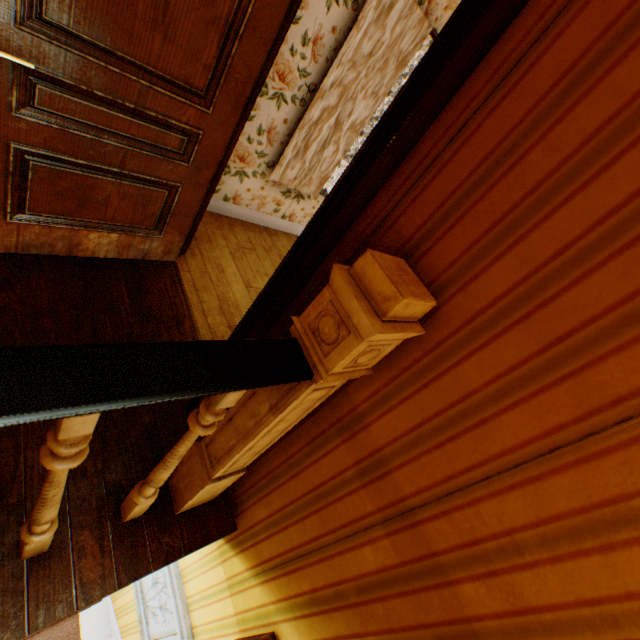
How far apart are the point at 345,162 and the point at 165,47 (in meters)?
2.70

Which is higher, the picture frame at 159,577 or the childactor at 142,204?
the childactor at 142,204

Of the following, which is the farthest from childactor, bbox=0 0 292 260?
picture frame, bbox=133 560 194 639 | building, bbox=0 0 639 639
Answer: picture frame, bbox=133 560 194 639

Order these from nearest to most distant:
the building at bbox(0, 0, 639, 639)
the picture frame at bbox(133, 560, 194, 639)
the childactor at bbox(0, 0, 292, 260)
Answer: the building at bbox(0, 0, 639, 639) → the childactor at bbox(0, 0, 292, 260) → the picture frame at bbox(133, 560, 194, 639)

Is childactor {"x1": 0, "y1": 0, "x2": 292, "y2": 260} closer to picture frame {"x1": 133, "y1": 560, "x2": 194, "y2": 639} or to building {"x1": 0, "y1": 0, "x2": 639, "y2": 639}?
building {"x1": 0, "y1": 0, "x2": 639, "y2": 639}

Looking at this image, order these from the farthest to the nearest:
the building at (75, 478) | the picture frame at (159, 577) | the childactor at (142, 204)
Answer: the picture frame at (159, 577) < the childactor at (142, 204) < the building at (75, 478)
